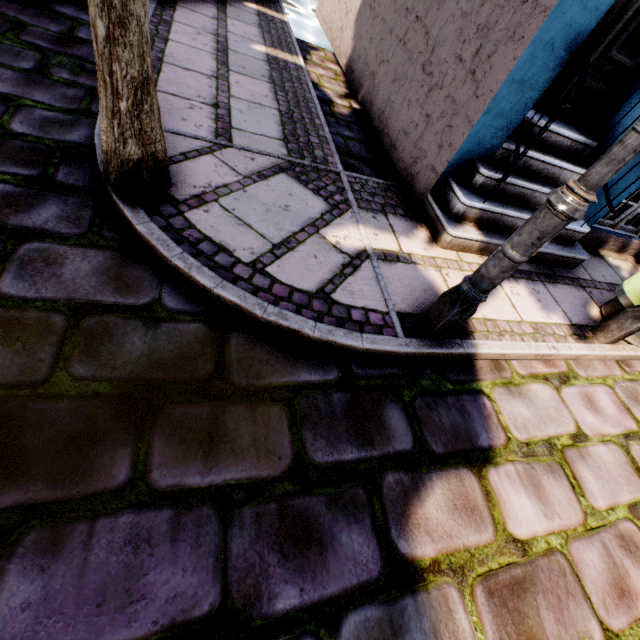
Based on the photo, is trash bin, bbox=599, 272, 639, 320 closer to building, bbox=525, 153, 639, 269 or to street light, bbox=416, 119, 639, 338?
building, bbox=525, 153, 639, 269

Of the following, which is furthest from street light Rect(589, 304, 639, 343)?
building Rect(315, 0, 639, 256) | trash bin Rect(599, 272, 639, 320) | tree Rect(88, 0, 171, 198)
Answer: tree Rect(88, 0, 171, 198)

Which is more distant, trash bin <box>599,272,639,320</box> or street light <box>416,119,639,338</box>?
trash bin <box>599,272,639,320</box>

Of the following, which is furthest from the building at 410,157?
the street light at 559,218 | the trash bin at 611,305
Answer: the street light at 559,218

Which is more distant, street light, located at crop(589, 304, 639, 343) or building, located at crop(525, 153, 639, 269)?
building, located at crop(525, 153, 639, 269)

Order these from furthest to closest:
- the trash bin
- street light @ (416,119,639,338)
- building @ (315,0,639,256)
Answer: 1. the trash bin
2. building @ (315,0,639,256)
3. street light @ (416,119,639,338)

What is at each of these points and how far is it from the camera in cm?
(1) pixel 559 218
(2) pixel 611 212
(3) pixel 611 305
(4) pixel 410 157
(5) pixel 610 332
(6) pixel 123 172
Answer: (1) street light, 147
(2) building, 320
(3) trash bin, 320
(4) building, 340
(5) street light, 289
(6) tree, 192

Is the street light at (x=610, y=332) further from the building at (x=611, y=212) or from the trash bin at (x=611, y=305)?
the building at (x=611, y=212)
